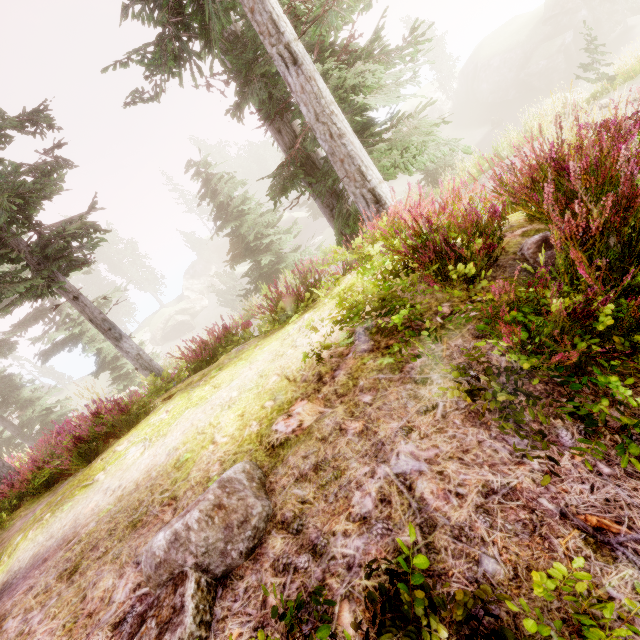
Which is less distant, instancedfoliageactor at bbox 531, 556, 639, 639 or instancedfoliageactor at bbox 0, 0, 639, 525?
instancedfoliageactor at bbox 531, 556, 639, 639

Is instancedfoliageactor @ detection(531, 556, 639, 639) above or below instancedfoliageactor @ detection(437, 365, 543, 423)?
below

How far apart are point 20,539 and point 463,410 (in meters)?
5.16

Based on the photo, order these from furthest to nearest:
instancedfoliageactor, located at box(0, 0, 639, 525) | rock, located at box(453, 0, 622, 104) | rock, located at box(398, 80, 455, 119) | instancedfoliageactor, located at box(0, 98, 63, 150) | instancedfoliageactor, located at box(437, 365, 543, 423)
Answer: rock, located at box(398, 80, 455, 119) → rock, located at box(453, 0, 622, 104) → instancedfoliageactor, located at box(0, 98, 63, 150) → instancedfoliageactor, located at box(0, 0, 639, 525) → instancedfoliageactor, located at box(437, 365, 543, 423)

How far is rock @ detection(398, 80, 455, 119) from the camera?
43.9m

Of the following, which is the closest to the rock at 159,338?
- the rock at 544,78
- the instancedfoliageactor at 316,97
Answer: the instancedfoliageactor at 316,97

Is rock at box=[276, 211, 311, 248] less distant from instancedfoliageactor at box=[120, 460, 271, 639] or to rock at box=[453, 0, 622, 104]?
instancedfoliageactor at box=[120, 460, 271, 639]

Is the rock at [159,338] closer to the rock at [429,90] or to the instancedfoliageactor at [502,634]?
the instancedfoliageactor at [502,634]
